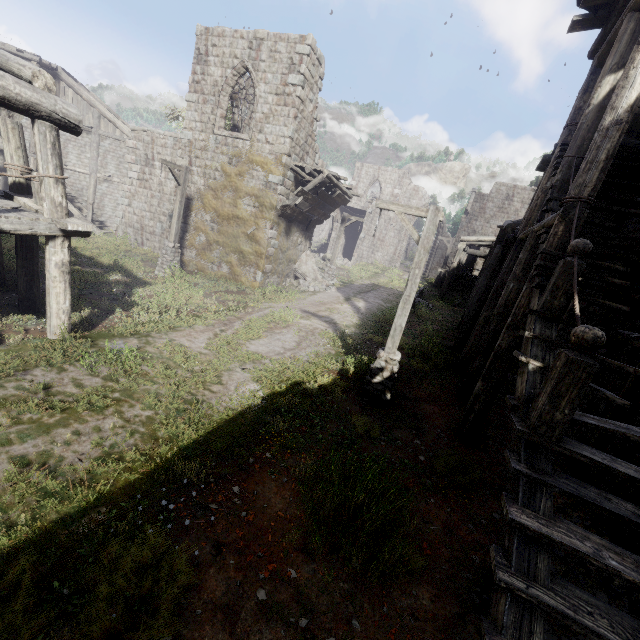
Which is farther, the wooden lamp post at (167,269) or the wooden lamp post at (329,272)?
the wooden lamp post at (329,272)

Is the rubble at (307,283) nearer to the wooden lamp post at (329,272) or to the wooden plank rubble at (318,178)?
the wooden lamp post at (329,272)

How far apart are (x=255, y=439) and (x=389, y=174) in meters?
36.7 m

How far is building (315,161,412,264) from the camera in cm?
3341

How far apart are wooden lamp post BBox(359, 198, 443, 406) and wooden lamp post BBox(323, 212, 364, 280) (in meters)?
13.15

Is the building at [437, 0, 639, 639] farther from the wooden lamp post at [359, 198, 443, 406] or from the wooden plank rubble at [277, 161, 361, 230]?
the wooden lamp post at [359, 198, 443, 406]

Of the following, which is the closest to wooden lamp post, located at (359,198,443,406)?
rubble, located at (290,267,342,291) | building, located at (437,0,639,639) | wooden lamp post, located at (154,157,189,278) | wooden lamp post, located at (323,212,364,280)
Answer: building, located at (437,0,639,639)

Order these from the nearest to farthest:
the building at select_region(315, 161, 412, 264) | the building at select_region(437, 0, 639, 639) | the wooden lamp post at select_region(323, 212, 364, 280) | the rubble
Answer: the building at select_region(437, 0, 639, 639) → the rubble → the wooden lamp post at select_region(323, 212, 364, 280) → the building at select_region(315, 161, 412, 264)
